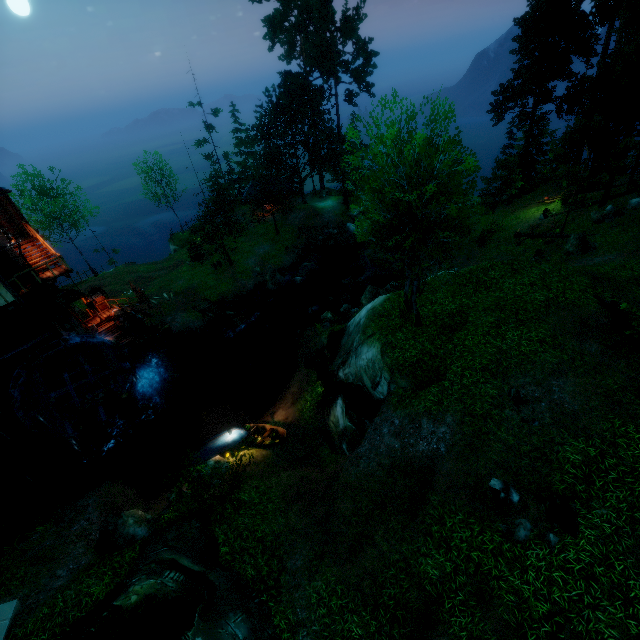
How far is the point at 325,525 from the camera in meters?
11.2

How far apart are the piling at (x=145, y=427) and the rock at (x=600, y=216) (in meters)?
35.03

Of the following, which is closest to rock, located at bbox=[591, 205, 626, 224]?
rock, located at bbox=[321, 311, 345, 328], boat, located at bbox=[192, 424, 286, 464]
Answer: rock, located at bbox=[321, 311, 345, 328]

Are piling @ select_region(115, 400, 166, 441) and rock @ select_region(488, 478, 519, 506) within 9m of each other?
no

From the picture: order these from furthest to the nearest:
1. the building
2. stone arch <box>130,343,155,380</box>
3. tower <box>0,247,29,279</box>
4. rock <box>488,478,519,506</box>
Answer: stone arch <box>130,343,155,380</box> < tower <box>0,247,29,279</box> < the building < rock <box>488,478,519,506</box>

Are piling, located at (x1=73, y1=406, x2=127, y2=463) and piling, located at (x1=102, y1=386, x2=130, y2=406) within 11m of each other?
yes

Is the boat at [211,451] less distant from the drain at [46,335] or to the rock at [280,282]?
the drain at [46,335]

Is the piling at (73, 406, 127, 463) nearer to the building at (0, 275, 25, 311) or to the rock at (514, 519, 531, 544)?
the building at (0, 275, 25, 311)
